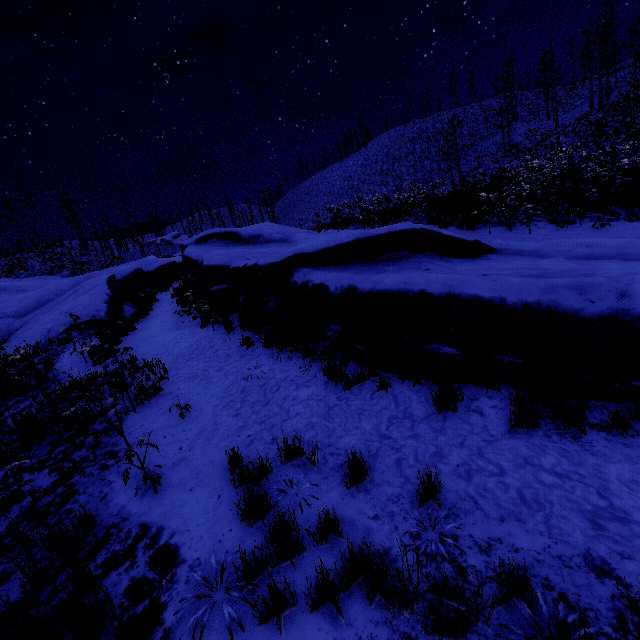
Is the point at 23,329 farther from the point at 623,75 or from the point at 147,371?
the point at 623,75
